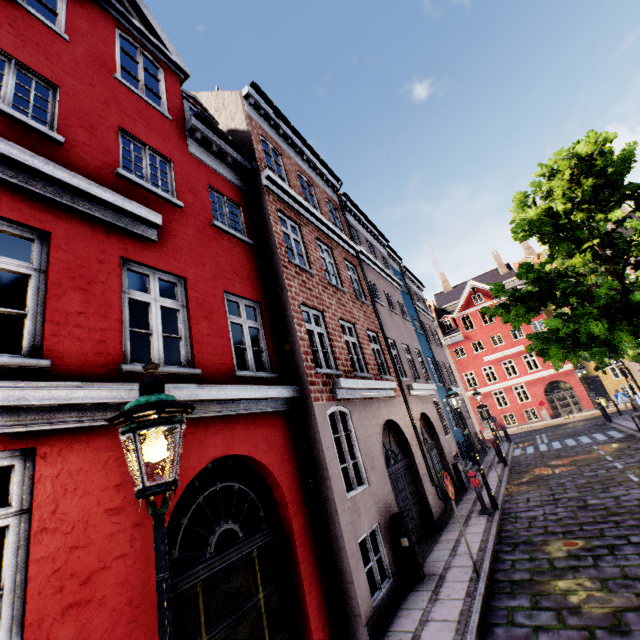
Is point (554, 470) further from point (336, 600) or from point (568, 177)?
point (336, 600)

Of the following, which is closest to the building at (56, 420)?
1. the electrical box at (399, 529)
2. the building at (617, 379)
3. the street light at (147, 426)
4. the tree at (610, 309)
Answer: the electrical box at (399, 529)

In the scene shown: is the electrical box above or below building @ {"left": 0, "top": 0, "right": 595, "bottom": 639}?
below

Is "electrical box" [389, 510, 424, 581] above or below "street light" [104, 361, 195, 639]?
below

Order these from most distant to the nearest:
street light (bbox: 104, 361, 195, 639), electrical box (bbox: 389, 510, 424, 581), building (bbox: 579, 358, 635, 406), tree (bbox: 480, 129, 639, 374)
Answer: building (bbox: 579, 358, 635, 406) → tree (bbox: 480, 129, 639, 374) → electrical box (bbox: 389, 510, 424, 581) → street light (bbox: 104, 361, 195, 639)

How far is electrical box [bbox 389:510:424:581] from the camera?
7.0 meters

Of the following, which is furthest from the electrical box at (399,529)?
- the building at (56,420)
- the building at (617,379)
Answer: the building at (617,379)

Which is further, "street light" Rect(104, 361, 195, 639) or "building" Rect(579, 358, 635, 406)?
"building" Rect(579, 358, 635, 406)
